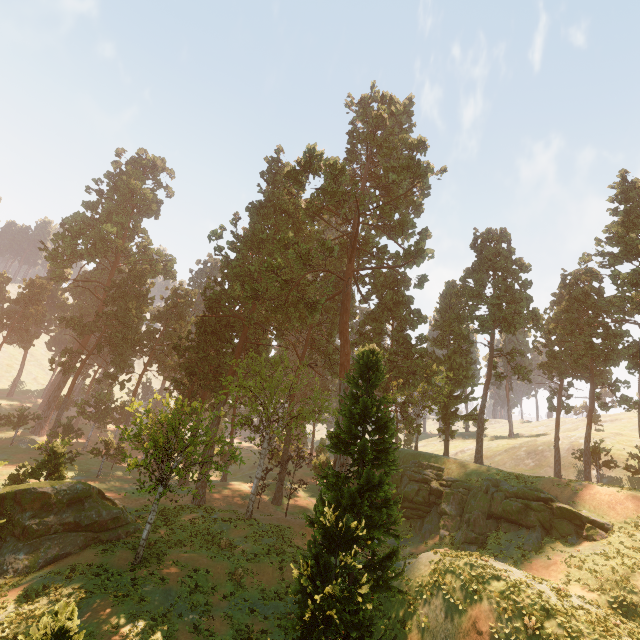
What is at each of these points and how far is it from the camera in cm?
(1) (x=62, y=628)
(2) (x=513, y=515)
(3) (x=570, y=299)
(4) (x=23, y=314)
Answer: (1) treerock, 843
(2) rock, 2523
(3) treerock, 3681
(4) treerock, 5894

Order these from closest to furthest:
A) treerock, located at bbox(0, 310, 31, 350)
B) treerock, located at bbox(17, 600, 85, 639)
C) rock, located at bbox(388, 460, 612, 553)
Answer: treerock, located at bbox(17, 600, 85, 639) < rock, located at bbox(388, 460, 612, 553) < treerock, located at bbox(0, 310, 31, 350)

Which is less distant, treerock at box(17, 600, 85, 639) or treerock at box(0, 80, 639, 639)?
treerock at box(17, 600, 85, 639)

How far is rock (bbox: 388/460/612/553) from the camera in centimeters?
2272cm

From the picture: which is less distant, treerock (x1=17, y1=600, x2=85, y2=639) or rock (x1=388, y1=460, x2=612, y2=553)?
treerock (x1=17, y1=600, x2=85, y2=639)

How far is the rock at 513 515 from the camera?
22.7m

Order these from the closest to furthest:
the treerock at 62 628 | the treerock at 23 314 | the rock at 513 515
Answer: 1. the treerock at 62 628
2. the rock at 513 515
3. the treerock at 23 314
